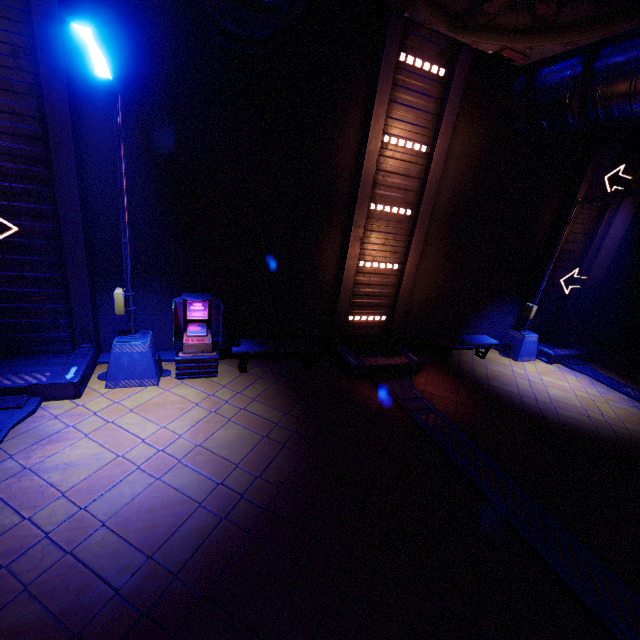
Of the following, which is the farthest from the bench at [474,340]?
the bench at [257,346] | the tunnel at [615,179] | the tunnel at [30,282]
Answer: the tunnel at [30,282]

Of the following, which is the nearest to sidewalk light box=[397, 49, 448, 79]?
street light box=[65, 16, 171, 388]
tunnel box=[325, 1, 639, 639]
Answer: tunnel box=[325, 1, 639, 639]

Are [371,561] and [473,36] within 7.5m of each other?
no

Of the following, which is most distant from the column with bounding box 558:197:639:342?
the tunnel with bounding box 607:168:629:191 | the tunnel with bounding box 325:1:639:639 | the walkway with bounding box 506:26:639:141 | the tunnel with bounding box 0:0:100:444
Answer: Answer: the tunnel with bounding box 0:0:100:444

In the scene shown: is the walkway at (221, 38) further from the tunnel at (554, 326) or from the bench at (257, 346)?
the tunnel at (554, 326)

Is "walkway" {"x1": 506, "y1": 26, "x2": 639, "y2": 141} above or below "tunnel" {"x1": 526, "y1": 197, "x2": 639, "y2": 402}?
above

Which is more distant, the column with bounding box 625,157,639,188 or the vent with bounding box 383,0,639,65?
the column with bounding box 625,157,639,188

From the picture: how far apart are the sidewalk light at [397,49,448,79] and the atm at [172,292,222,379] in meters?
7.3
